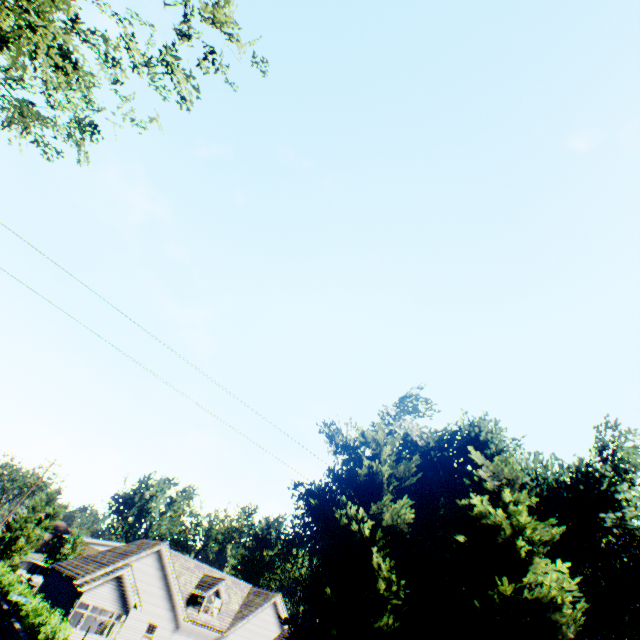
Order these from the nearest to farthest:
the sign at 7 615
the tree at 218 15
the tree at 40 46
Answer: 1. the tree at 40 46
2. the tree at 218 15
3. the sign at 7 615

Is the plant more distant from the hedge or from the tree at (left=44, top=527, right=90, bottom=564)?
the hedge

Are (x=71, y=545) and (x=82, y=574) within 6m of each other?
no

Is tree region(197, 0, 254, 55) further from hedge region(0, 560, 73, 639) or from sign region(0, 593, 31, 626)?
hedge region(0, 560, 73, 639)

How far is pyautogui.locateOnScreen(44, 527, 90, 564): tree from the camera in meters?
44.4 m

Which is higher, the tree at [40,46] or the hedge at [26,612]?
the tree at [40,46]

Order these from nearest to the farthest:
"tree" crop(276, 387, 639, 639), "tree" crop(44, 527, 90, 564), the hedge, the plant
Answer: "tree" crop(276, 387, 639, 639) < the hedge < "tree" crop(44, 527, 90, 564) < the plant

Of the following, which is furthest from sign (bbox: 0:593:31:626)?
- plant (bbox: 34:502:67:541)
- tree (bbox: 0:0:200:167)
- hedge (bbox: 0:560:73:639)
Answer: plant (bbox: 34:502:67:541)
